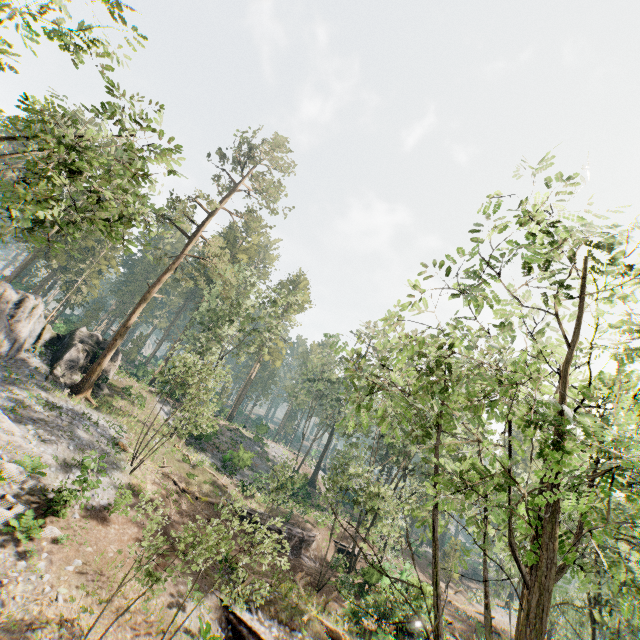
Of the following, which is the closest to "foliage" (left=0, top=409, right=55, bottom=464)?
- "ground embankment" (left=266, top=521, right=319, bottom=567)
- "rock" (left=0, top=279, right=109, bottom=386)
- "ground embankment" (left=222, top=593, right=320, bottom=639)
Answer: "rock" (left=0, top=279, right=109, bottom=386)

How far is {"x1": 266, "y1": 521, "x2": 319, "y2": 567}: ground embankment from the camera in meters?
27.1

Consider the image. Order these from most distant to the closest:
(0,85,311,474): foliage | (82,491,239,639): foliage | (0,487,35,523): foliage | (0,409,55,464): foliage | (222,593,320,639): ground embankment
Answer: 1. (0,409,55,464): foliage
2. (222,593,320,639): ground embankment
3. (0,487,35,523): foliage
4. (82,491,239,639): foliage
5. (0,85,311,474): foliage

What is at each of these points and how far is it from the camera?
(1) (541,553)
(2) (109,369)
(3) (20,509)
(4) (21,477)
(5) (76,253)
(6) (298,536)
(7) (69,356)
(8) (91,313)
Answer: (1) foliage, 5.46m
(2) rock, 32.28m
(3) foliage, 14.14m
(4) foliage, 15.52m
(5) foliage, 13.41m
(6) ground embankment, 28.50m
(7) rock, 28.47m
(8) foliage, 55.22m

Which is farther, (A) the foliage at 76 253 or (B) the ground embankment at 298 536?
(B) the ground embankment at 298 536

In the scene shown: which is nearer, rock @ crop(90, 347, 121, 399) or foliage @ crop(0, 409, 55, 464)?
foliage @ crop(0, 409, 55, 464)

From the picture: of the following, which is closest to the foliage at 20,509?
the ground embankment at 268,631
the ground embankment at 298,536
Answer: the ground embankment at 298,536

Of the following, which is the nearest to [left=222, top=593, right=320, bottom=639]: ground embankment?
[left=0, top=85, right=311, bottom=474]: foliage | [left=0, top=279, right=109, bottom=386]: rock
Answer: [left=0, top=85, right=311, bottom=474]: foliage
